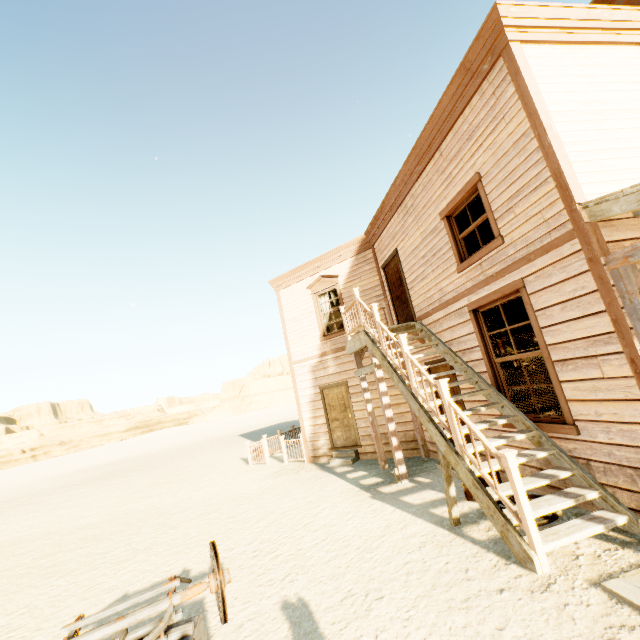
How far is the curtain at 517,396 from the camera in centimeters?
563cm

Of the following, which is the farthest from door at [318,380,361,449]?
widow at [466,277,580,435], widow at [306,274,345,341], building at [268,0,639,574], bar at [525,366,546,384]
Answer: widow at [466,277,580,435]

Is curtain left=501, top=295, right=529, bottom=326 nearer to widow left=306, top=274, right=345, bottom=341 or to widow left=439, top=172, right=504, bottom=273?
widow left=439, top=172, right=504, bottom=273

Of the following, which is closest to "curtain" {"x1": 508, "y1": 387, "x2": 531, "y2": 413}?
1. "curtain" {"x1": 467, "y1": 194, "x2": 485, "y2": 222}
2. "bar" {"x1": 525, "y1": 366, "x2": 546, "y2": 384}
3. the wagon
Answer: "curtain" {"x1": 467, "y1": 194, "x2": 485, "y2": 222}

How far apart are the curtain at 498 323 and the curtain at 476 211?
1.4 meters

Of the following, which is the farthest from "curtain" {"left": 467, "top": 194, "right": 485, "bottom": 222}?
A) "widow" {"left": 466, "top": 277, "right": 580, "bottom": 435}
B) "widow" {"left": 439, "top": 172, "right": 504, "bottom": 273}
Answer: "widow" {"left": 466, "top": 277, "right": 580, "bottom": 435}

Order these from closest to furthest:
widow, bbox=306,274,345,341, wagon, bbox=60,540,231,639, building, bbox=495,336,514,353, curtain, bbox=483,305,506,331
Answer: wagon, bbox=60,540,231,639 → curtain, bbox=483,305,506,331 → widow, bbox=306,274,345,341 → building, bbox=495,336,514,353

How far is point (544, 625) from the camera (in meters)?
2.83
